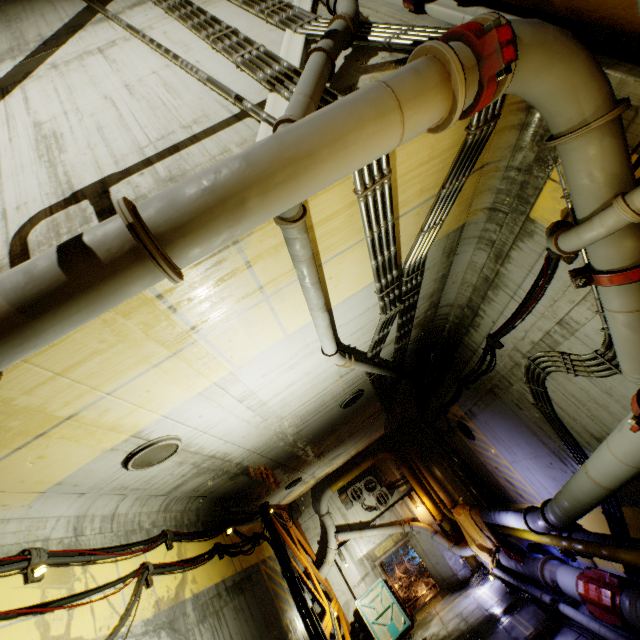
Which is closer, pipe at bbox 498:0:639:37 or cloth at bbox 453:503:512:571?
pipe at bbox 498:0:639:37

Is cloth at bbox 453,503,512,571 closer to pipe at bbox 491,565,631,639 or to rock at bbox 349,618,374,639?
pipe at bbox 491,565,631,639

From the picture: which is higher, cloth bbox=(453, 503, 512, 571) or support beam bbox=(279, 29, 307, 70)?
support beam bbox=(279, 29, 307, 70)

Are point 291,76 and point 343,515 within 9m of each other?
no

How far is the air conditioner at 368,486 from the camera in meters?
16.6

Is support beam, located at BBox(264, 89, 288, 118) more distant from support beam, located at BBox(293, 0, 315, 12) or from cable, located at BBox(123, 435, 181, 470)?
cable, located at BBox(123, 435, 181, 470)

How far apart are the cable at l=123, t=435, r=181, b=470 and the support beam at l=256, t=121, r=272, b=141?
3.9 meters

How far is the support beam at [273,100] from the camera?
3.29m
